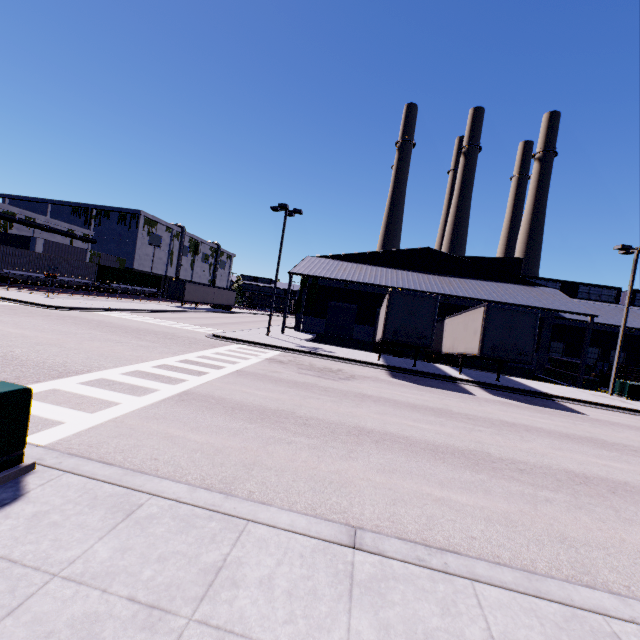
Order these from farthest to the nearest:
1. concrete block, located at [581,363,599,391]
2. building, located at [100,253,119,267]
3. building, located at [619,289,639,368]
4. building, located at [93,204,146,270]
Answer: building, located at [93,204,146,270] → building, located at [100,253,119,267] → building, located at [619,289,639,368] → concrete block, located at [581,363,599,391]

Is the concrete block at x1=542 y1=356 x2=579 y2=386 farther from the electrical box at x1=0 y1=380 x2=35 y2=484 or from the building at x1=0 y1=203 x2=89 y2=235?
the electrical box at x1=0 y1=380 x2=35 y2=484

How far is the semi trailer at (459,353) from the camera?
16.3 meters

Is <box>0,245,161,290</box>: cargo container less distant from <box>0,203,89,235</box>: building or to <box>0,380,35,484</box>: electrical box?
<box>0,203,89,235</box>: building

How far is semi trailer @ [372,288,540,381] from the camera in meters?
16.3 m

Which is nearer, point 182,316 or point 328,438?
point 328,438

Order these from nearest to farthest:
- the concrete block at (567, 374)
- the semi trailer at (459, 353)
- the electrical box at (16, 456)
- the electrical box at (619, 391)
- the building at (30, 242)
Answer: the electrical box at (16, 456)
the semi trailer at (459, 353)
the electrical box at (619, 391)
the concrete block at (567, 374)
the building at (30, 242)

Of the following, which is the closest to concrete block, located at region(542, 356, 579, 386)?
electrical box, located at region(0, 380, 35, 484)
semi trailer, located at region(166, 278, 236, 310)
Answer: semi trailer, located at region(166, 278, 236, 310)
